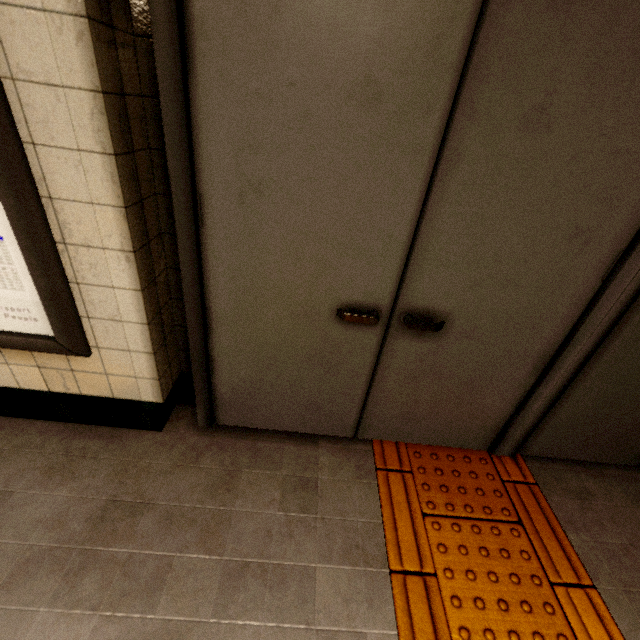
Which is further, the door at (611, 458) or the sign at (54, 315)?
the door at (611, 458)

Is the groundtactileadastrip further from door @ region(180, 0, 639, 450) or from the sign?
the sign

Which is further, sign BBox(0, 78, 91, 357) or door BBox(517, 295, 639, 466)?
door BBox(517, 295, 639, 466)

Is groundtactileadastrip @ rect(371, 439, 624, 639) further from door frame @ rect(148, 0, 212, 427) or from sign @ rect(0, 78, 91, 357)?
sign @ rect(0, 78, 91, 357)

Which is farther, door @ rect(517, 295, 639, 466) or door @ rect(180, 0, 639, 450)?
door @ rect(517, 295, 639, 466)

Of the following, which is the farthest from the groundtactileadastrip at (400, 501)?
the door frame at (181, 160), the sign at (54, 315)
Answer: the sign at (54, 315)

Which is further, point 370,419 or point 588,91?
point 370,419
